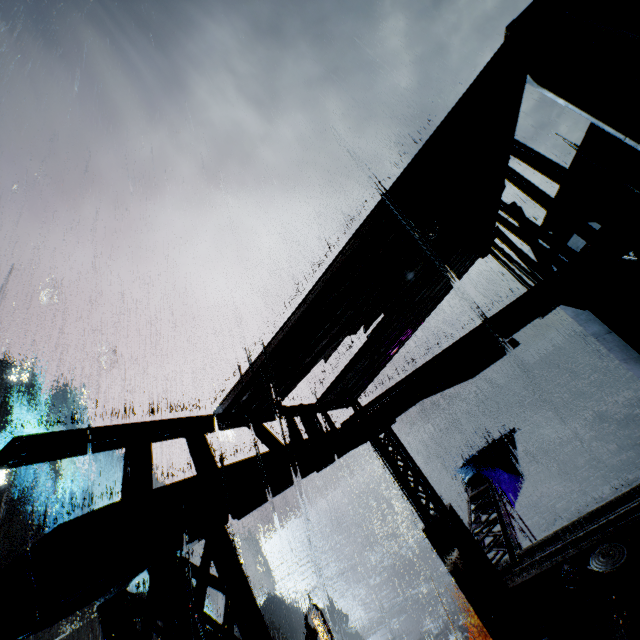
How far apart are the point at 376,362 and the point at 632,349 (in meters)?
5.95

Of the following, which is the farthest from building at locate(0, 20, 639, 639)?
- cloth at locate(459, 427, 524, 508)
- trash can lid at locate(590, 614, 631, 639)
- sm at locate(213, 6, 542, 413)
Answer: cloth at locate(459, 427, 524, 508)

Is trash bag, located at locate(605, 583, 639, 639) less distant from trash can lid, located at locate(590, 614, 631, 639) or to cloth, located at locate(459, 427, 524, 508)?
trash can lid, located at locate(590, 614, 631, 639)

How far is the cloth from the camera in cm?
1620

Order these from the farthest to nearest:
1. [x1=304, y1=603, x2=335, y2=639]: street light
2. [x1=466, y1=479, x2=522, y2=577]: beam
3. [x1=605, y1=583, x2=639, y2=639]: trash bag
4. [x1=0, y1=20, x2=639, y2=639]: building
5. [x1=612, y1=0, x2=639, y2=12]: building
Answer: [x1=304, y1=603, x2=335, y2=639]: street light → [x1=466, y1=479, x2=522, y2=577]: beam → [x1=605, y1=583, x2=639, y2=639]: trash bag → [x1=612, y1=0, x2=639, y2=12]: building → [x1=0, y1=20, x2=639, y2=639]: building

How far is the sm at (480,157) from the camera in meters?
4.3 m

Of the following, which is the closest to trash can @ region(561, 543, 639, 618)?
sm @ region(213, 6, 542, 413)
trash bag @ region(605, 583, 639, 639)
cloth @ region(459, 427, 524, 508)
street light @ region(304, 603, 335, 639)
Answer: trash bag @ region(605, 583, 639, 639)

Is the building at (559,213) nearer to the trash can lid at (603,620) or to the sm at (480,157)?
the sm at (480,157)
